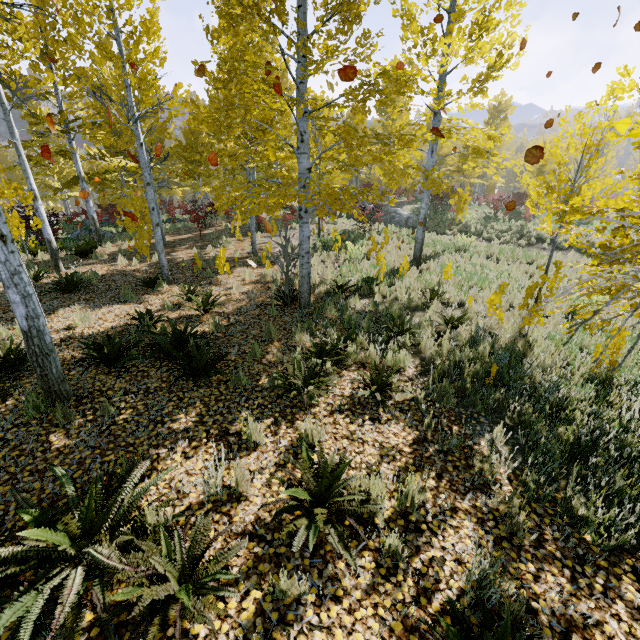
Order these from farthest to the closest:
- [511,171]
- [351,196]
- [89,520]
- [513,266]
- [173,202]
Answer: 1. [511,171]
2. [173,202]
3. [351,196]
4. [513,266]
5. [89,520]

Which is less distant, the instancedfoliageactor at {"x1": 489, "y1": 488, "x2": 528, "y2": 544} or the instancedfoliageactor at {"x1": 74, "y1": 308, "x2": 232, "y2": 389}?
the instancedfoliageactor at {"x1": 489, "y1": 488, "x2": 528, "y2": 544}

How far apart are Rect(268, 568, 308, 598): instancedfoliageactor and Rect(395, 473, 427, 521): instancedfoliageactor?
0.39m

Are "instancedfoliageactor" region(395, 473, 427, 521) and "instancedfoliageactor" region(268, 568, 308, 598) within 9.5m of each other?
yes

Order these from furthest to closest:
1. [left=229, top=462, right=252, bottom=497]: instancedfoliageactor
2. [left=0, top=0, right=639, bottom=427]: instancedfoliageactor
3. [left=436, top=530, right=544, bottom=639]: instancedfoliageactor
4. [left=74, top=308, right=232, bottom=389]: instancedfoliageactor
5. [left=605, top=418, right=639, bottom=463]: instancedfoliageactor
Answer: [left=74, top=308, right=232, bottom=389]: instancedfoliageactor
[left=0, top=0, right=639, bottom=427]: instancedfoliageactor
[left=605, top=418, right=639, bottom=463]: instancedfoliageactor
[left=229, top=462, right=252, bottom=497]: instancedfoliageactor
[left=436, top=530, right=544, bottom=639]: instancedfoliageactor

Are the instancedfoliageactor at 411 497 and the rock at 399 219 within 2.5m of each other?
no

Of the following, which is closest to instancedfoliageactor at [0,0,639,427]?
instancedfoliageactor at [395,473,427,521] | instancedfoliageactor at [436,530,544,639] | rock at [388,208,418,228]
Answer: instancedfoliageactor at [436,530,544,639]

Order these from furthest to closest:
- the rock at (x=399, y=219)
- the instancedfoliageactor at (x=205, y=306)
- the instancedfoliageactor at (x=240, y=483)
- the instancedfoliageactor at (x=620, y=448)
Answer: the rock at (x=399, y=219)
the instancedfoliageactor at (x=205, y=306)
the instancedfoliageactor at (x=620, y=448)
the instancedfoliageactor at (x=240, y=483)
